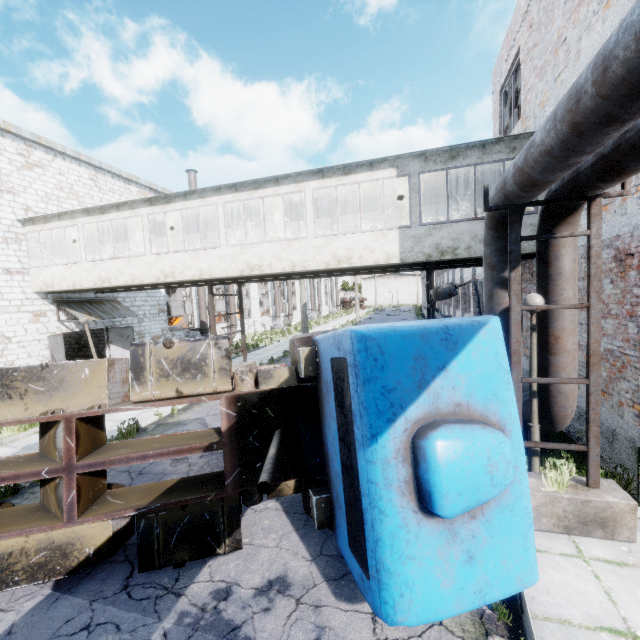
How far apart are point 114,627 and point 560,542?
5.8m

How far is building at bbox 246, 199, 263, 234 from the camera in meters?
13.9

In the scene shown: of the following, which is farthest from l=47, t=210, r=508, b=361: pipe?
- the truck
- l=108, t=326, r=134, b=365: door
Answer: l=108, t=326, r=134, b=365: door

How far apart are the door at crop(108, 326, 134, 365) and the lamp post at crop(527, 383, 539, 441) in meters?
18.4 m

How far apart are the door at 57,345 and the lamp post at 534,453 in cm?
1733

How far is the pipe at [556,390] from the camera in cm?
545

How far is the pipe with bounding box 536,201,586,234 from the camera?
5.0 meters

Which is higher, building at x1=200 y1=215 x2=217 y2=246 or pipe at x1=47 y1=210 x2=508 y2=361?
building at x1=200 y1=215 x2=217 y2=246
